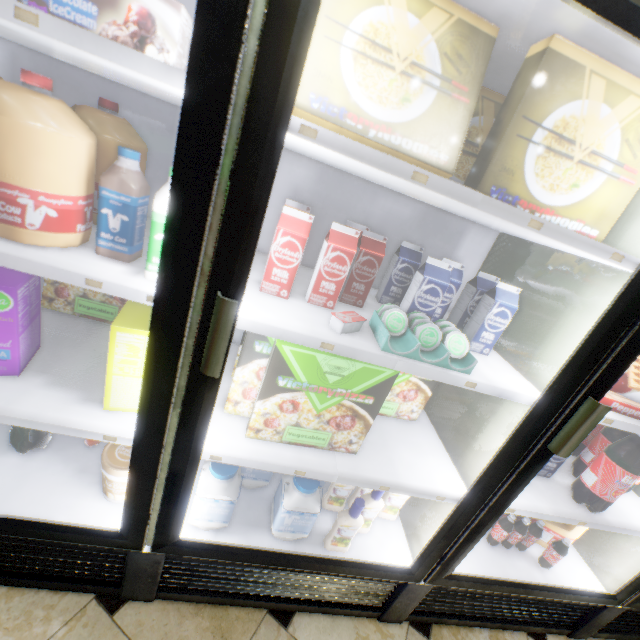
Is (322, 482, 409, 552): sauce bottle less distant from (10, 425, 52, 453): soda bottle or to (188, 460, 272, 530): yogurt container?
(188, 460, 272, 530): yogurt container

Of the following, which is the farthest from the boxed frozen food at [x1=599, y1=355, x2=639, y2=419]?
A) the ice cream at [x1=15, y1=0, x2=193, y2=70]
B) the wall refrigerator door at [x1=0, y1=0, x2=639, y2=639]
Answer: the ice cream at [x1=15, y1=0, x2=193, y2=70]

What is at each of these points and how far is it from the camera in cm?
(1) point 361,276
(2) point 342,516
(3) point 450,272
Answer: (1) milk carton, 107
(2) sauce bottle, 119
(3) milk carton, 100

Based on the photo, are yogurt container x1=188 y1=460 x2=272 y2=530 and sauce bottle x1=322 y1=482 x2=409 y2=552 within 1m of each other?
yes

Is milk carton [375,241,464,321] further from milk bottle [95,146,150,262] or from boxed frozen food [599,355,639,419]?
milk bottle [95,146,150,262]

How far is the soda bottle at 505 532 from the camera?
1.46m

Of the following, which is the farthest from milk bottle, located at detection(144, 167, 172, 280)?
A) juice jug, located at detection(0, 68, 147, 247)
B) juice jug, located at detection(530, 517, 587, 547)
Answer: juice jug, located at detection(530, 517, 587, 547)

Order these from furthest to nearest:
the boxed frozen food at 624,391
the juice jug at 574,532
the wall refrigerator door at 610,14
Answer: the juice jug at 574,532, the boxed frozen food at 624,391, the wall refrigerator door at 610,14
